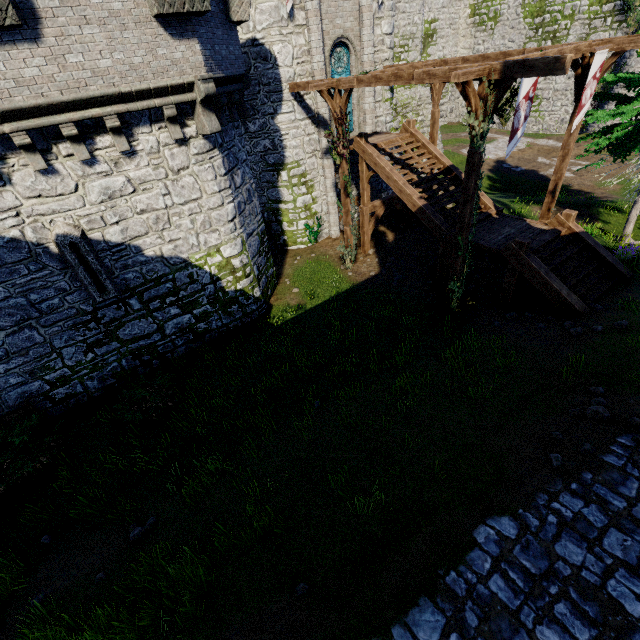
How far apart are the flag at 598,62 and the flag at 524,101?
2.8 meters

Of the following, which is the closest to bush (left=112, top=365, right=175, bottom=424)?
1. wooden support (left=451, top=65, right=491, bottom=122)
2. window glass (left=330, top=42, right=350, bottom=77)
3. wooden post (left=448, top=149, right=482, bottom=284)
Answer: wooden post (left=448, top=149, right=482, bottom=284)

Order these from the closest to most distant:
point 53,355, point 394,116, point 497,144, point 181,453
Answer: point 181,453
point 53,355
point 394,116
point 497,144

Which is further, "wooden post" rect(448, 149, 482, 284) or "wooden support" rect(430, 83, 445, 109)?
"wooden support" rect(430, 83, 445, 109)

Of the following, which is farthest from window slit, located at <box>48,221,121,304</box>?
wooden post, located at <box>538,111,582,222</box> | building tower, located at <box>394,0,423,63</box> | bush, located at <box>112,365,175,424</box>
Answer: wooden post, located at <box>538,111,582,222</box>

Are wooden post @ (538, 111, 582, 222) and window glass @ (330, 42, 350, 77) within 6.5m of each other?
no

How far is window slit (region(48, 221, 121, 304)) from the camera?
8.9 meters

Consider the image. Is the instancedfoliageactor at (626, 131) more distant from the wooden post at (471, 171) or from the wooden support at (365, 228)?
the wooden support at (365, 228)
